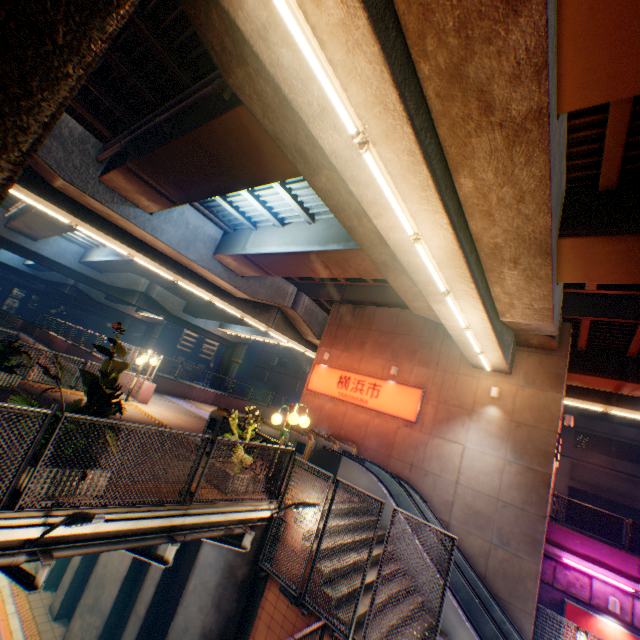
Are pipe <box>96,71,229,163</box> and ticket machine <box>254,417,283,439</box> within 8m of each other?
no

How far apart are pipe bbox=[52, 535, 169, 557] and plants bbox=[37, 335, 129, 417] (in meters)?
1.23

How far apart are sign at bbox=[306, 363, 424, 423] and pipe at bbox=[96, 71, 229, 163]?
13.4m

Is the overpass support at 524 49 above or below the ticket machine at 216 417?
above

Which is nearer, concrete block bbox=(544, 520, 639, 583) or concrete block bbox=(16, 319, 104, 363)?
concrete block bbox=(544, 520, 639, 583)

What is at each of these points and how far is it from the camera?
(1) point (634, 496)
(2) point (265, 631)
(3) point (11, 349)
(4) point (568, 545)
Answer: (1) building, 27.2m
(2) steps, 6.8m
(3) plants, 9.2m
(4) concrete block, 13.7m

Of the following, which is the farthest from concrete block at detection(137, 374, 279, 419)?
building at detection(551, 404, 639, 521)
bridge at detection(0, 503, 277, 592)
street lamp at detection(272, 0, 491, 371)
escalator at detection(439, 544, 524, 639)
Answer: building at detection(551, 404, 639, 521)

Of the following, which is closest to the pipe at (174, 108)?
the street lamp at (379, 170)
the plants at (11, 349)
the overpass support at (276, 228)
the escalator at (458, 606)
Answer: the overpass support at (276, 228)
